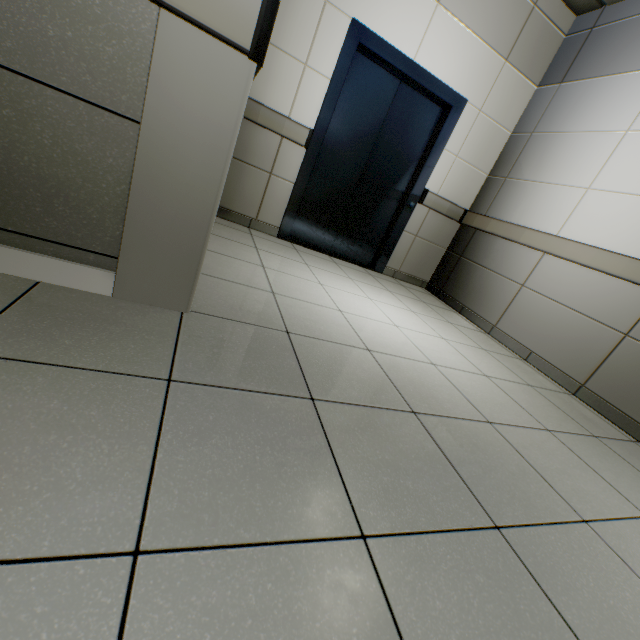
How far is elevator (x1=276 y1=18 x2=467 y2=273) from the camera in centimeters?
304cm

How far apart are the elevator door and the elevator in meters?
0.0

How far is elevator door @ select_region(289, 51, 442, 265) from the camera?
3.36m

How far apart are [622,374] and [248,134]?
3.8 meters

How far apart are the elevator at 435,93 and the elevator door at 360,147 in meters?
0.0 m

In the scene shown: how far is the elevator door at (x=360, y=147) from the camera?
3.4m
